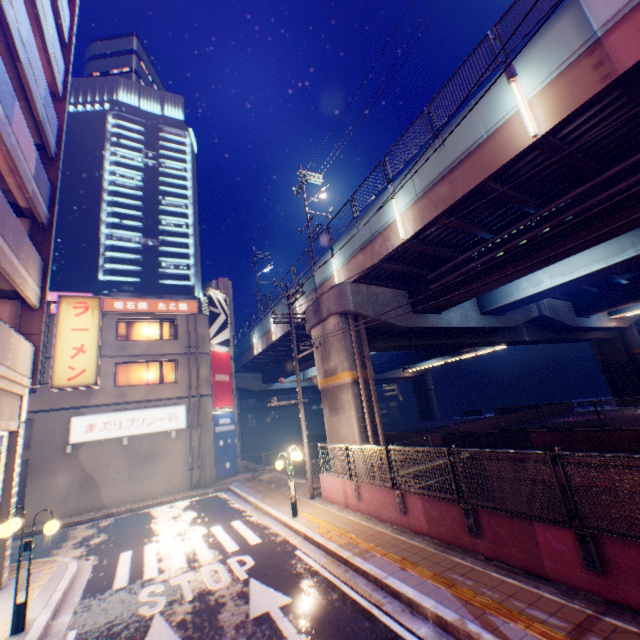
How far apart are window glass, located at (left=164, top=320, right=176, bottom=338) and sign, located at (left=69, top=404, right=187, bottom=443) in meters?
4.6

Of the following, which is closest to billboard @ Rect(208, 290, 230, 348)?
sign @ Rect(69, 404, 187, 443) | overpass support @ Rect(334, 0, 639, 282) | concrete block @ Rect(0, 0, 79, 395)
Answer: overpass support @ Rect(334, 0, 639, 282)

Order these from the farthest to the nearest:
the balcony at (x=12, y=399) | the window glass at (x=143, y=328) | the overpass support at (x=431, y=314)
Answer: the window glass at (x=143, y=328)
the overpass support at (x=431, y=314)
the balcony at (x=12, y=399)

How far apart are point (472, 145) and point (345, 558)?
12.0 meters

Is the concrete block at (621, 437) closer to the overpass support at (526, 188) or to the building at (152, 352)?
the overpass support at (526, 188)

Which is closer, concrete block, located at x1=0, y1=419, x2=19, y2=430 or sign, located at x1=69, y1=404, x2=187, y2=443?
concrete block, located at x1=0, y1=419, x2=19, y2=430

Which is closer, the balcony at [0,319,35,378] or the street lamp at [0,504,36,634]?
the street lamp at [0,504,36,634]

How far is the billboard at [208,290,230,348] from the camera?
24.6m
